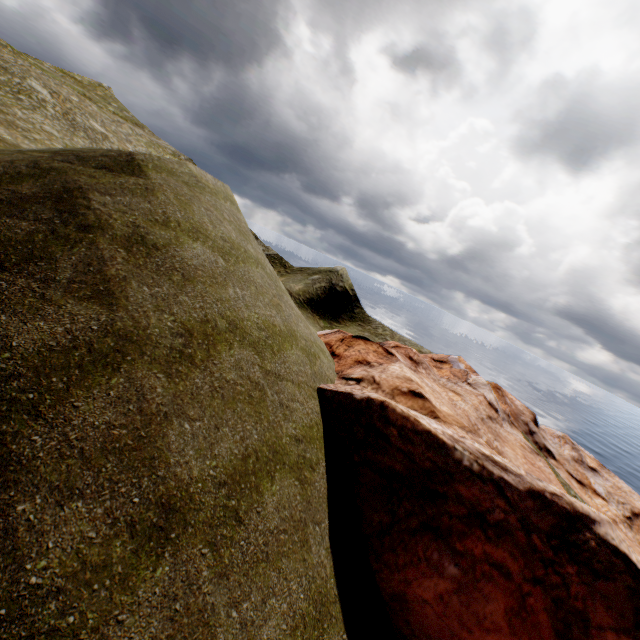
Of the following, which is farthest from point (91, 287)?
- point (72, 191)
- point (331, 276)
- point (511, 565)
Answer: point (331, 276)
